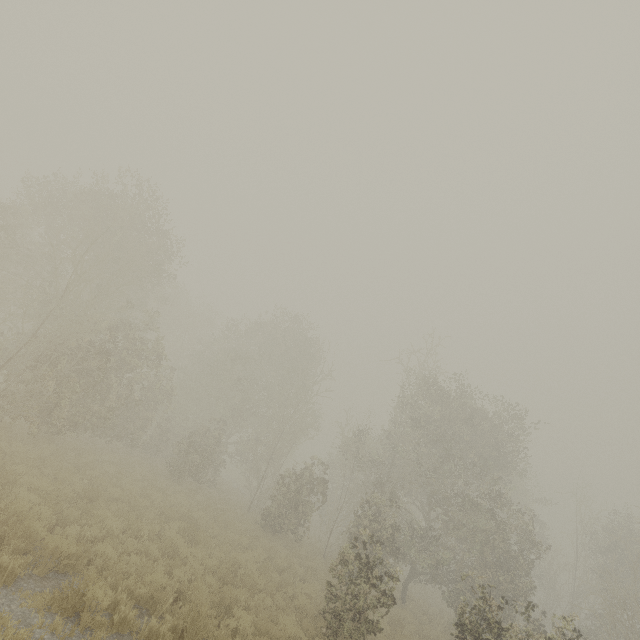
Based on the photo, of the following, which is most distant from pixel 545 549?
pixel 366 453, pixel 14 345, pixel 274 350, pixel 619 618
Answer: pixel 14 345
